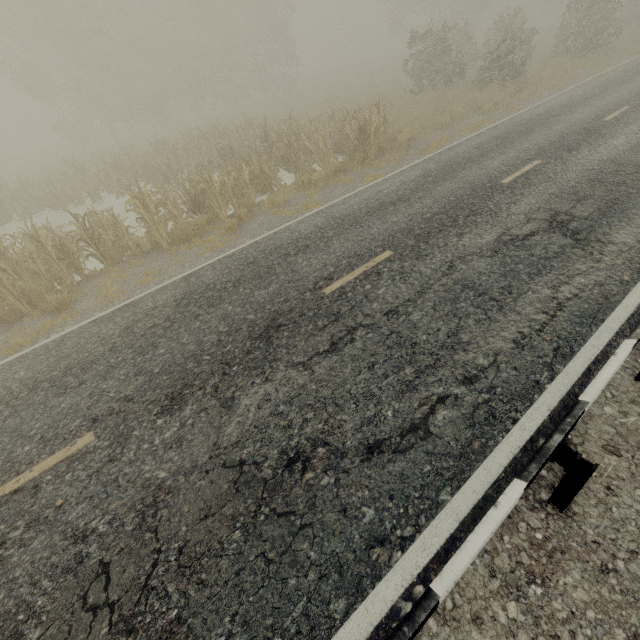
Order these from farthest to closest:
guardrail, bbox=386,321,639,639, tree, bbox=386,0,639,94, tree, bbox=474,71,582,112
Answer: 1. tree, bbox=386,0,639,94
2. tree, bbox=474,71,582,112
3. guardrail, bbox=386,321,639,639

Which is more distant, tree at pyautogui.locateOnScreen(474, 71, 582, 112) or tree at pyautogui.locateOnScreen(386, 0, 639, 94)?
tree at pyautogui.locateOnScreen(386, 0, 639, 94)

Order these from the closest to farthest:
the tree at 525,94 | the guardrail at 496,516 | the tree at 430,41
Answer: the guardrail at 496,516 < the tree at 525,94 < the tree at 430,41

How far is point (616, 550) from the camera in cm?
272

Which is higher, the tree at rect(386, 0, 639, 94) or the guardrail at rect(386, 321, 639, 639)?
the tree at rect(386, 0, 639, 94)

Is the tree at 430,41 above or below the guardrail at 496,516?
above

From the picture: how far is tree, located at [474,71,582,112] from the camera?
14.9 meters

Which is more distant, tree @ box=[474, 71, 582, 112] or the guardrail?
tree @ box=[474, 71, 582, 112]
